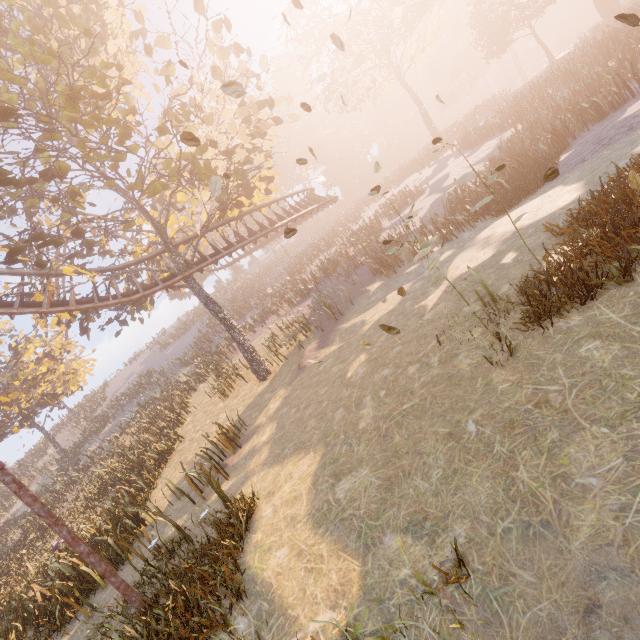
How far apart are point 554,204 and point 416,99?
35.73m

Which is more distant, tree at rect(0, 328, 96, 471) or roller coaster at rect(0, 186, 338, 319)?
tree at rect(0, 328, 96, 471)

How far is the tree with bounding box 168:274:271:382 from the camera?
16.06m

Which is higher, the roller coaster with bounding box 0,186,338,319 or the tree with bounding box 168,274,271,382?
the roller coaster with bounding box 0,186,338,319

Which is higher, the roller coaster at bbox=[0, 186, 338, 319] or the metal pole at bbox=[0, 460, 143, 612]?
the roller coaster at bbox=[0, 186, 338, 319]

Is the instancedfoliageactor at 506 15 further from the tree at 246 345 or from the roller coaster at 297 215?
the roller coaster at 297 215

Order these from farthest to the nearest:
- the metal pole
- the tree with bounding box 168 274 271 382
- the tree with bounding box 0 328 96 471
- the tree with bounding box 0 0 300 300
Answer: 1. the tree with bounding box 0 328 96 471
2. the tree with bounding box 168 274 271 382
3. the tree with bounding box 0 0 300 300
4. the metal pole
